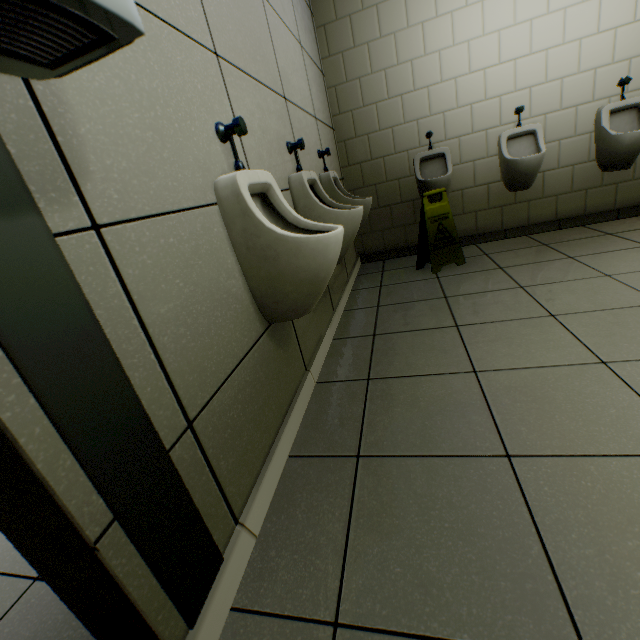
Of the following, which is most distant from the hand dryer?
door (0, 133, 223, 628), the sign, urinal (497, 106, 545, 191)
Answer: urinal (497, 106, 545, 191)

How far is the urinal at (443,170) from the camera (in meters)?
3.12

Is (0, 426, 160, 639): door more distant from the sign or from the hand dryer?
the sign

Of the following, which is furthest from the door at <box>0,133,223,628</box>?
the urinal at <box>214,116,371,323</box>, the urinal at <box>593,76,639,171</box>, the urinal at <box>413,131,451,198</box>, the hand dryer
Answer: the urinal at <box>593,76,639,171</box>

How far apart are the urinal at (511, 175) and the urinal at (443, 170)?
0.49m

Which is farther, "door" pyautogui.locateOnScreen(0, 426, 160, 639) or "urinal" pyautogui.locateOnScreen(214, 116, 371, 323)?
"urinal" pyautogui.locateOnScreen(214, 116, 371, 323)

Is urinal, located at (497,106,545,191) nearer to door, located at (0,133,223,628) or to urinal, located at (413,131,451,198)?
urinal, located at (413,131,451,198)

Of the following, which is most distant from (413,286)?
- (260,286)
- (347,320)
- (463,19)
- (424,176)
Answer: (463,19)
